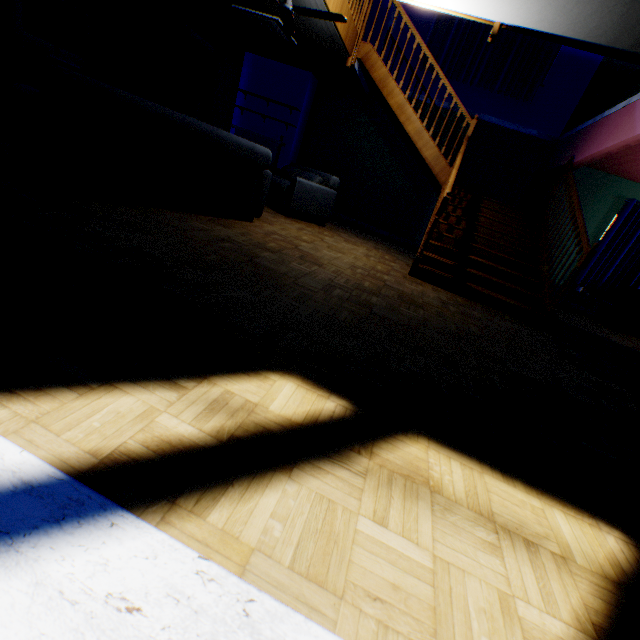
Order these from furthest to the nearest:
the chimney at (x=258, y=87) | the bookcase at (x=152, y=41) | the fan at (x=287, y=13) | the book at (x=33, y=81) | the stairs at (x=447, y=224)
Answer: the chimney at (x=258, y=87)
the bookcase at (x=152, y=41)
the book at (x=33, y=81)
the fan at (x=287, y=13)
the stairs at (x=447, y=224)

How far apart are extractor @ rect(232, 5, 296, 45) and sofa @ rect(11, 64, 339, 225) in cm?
330

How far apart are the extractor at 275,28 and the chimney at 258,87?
1.7 meters

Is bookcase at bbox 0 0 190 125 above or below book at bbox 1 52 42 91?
above

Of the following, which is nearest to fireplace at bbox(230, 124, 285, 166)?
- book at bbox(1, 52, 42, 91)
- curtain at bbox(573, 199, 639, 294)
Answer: book at bbox(1, 52, 42, 91)

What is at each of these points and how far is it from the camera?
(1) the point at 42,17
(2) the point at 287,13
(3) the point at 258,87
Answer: (1) computer monitor, 5.3 meters
(2) fan, 4.5 meters
(3) chimney, 8.9 meters

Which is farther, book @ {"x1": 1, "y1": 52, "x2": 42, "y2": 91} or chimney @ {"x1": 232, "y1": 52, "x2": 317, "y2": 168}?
chimney @ {"x1": 232, "y1": 52, "x2": 317, "y2": 168}

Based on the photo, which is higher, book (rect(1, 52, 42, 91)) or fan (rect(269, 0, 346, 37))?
fan (rect(269, 0, 346, 37))
